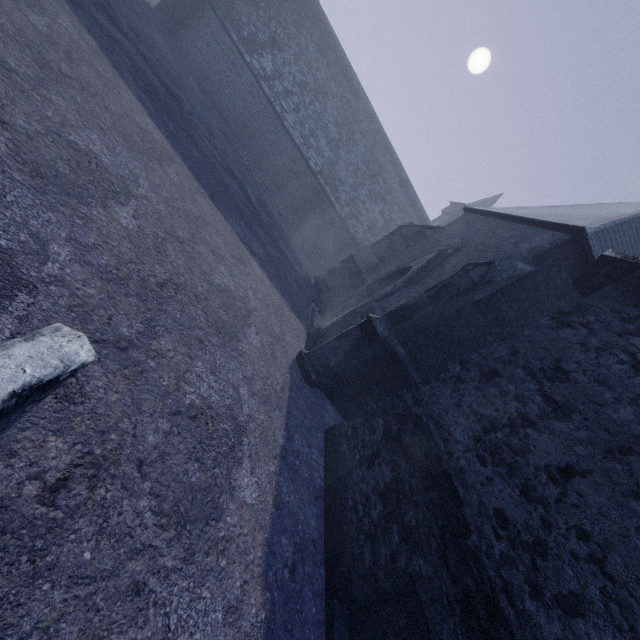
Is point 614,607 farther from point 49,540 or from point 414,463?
point 49,540
